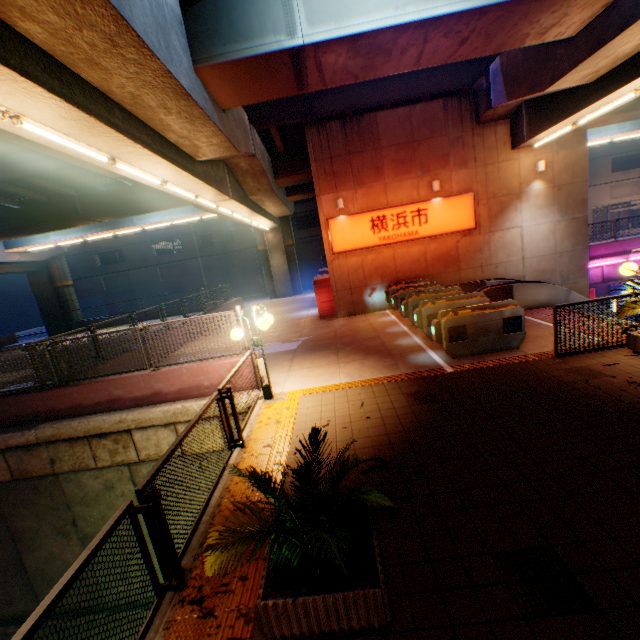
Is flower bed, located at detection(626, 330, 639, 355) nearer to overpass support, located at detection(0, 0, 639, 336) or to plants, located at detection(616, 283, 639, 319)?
plants, located at detection(616, 283, 639, 319)

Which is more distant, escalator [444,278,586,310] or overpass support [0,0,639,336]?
escalator [444,278,586,310]

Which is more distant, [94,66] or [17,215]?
[17,215]

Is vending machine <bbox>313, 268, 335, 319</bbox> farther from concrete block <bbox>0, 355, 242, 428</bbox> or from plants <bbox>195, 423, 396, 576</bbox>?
plants <bbox>195, 423, 396, 576</bbox>

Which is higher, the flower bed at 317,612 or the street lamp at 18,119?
the street lamp at 18,119

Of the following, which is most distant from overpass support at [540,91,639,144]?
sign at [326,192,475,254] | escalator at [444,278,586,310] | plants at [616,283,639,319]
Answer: escalator at [444,278,586,310]

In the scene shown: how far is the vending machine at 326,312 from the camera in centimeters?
1587cm

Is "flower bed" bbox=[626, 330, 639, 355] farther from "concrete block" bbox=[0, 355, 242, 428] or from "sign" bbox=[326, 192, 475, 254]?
"sign" bbox=[326, 192, 475, 254]
